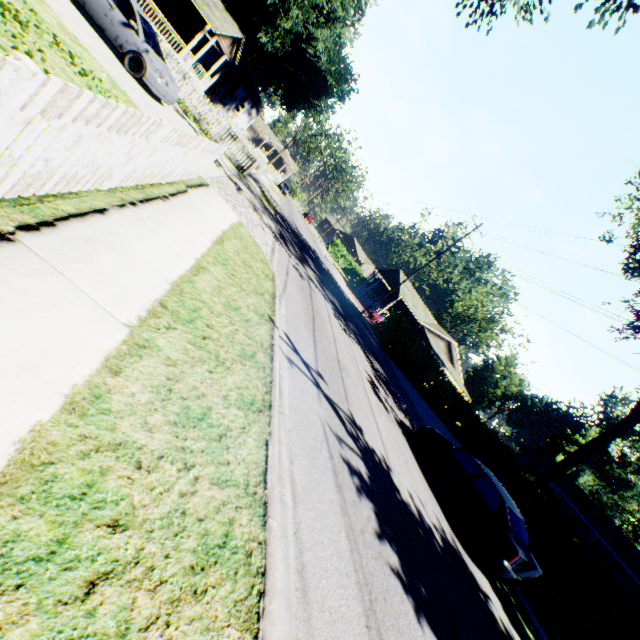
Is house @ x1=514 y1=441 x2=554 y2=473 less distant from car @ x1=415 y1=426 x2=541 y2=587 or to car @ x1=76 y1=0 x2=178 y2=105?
car @ x1=415 y1=426 x2=541 y2=587

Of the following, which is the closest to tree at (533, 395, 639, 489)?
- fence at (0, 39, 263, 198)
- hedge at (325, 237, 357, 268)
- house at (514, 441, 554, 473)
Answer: house at (514, 441, 554, 473)

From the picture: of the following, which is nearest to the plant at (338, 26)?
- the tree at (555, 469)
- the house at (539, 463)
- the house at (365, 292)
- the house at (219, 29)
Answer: the house at (219, 29)

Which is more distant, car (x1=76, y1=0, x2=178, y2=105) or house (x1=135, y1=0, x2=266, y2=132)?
house (x1=135, y1=0, x2=266, y2=132)

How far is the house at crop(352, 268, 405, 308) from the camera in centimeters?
4206cm

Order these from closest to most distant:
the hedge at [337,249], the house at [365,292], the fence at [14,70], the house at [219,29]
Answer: the fence at [14,70]
the house at [219,29]
the house at [365,292]
the hedge at [337,249]

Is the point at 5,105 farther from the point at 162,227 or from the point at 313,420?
the point at 313,420

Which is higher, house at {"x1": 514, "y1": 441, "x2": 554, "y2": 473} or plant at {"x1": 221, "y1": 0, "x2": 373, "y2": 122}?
plant at {"x1": 221, "y1": 0, "x2": 373, "y2": 122}
